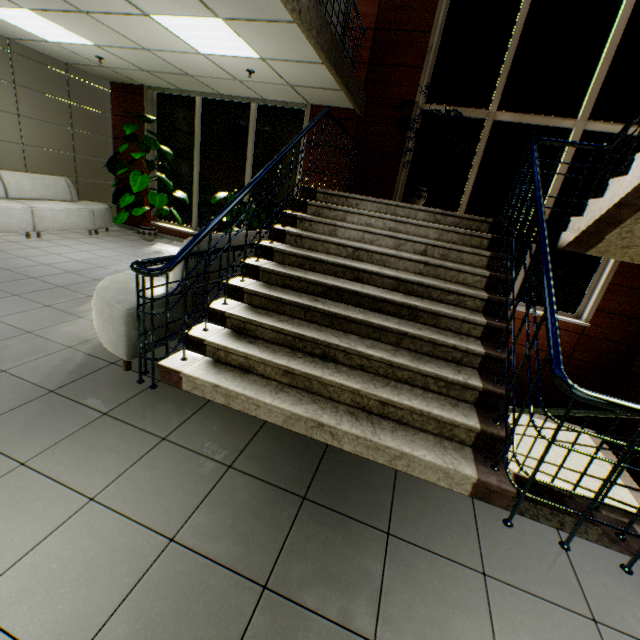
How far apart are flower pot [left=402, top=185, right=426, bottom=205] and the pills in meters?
5.4 m

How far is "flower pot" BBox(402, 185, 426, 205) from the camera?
5.5m

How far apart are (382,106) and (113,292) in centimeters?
572cm

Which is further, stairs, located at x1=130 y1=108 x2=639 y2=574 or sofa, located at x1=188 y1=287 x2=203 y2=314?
sofa, located at x1=188 y1=287 x2=203 y2=314

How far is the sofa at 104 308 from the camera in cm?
252

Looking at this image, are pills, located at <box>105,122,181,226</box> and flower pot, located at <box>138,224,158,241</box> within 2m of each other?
yes

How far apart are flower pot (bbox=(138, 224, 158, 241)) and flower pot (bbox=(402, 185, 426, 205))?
5.6 meters
